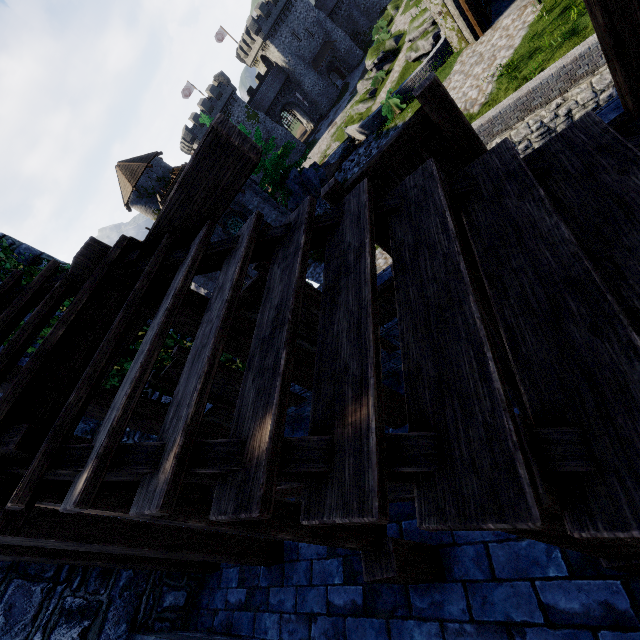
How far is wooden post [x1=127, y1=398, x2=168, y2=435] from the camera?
4.4 meters

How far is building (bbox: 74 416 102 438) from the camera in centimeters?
596cm

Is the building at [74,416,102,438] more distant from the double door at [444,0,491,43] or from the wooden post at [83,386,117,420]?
the double door at [444,0,491,43]

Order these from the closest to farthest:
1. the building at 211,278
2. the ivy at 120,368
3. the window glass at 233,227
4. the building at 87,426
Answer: the building at 87,426
the ivy at 120,368
the window glass at 233,227
the building at 211,278

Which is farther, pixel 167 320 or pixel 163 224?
pixel 163 224

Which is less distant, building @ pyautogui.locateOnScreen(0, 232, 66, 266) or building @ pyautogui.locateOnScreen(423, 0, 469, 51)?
building @ pyautogui.locateOnScreen(0, 232, 66, 266)

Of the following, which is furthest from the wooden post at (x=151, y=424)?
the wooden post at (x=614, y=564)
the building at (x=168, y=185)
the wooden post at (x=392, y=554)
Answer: the building at (x=168, y=185)

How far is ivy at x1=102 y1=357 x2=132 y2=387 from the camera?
6.46m
